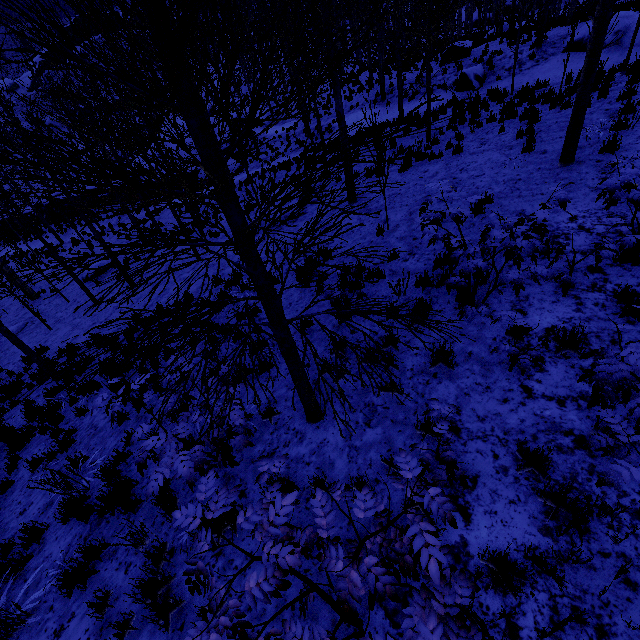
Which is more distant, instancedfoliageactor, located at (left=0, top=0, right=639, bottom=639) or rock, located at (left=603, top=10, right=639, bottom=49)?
rock, located at (left=603, top=10, right=639, bottom=49)

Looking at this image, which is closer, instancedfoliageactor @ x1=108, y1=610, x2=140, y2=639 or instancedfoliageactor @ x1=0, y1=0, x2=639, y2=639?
instancedfoliageactor @ x1=0, y1=0, x2=639, y2=639

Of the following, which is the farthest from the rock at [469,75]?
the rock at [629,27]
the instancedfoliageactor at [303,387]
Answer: the instancedfoliageactor at [303,387]

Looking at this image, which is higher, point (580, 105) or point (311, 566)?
point (580, 105)

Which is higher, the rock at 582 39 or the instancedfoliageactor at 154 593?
the rock at 582 39

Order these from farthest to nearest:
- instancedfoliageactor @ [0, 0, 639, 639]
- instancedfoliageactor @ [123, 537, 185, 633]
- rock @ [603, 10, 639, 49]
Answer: rock @ [603, 10, 639, 49], instancedfoliageactor @ [123, 537, 185, 633], instancedfoliageactor @ [0, 0, 639, 639]

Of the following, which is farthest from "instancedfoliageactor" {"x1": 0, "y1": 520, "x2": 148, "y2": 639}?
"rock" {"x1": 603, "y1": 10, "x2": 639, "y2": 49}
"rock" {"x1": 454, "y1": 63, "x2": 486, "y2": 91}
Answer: "rock" {"x1": 603, "y1": 10, "x2": 639, "y2": 49}
